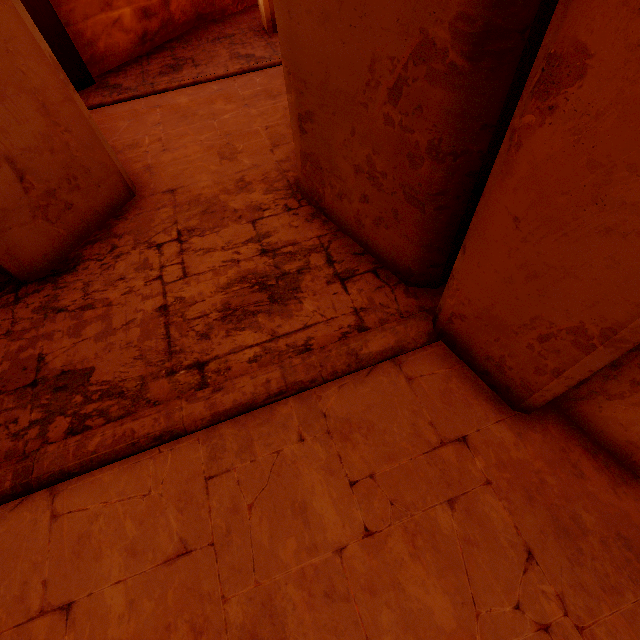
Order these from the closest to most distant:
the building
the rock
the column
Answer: the building, the column, the rock

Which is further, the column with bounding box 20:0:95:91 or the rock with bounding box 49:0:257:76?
the rock with bounding box 49:0:257:76

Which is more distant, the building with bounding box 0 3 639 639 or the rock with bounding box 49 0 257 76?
the rock with bounding box 49 0 257 76

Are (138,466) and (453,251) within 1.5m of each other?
no

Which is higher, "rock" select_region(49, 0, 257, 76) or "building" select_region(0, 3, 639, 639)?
"rock" select_region(49, 0, 257, 76)

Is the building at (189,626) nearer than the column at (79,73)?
Yes

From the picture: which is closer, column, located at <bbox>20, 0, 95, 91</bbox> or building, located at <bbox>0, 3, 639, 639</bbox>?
building, located at <bbox>0, 3, 639, 639</bbox>

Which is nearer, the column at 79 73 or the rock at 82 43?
the column at 79 73
